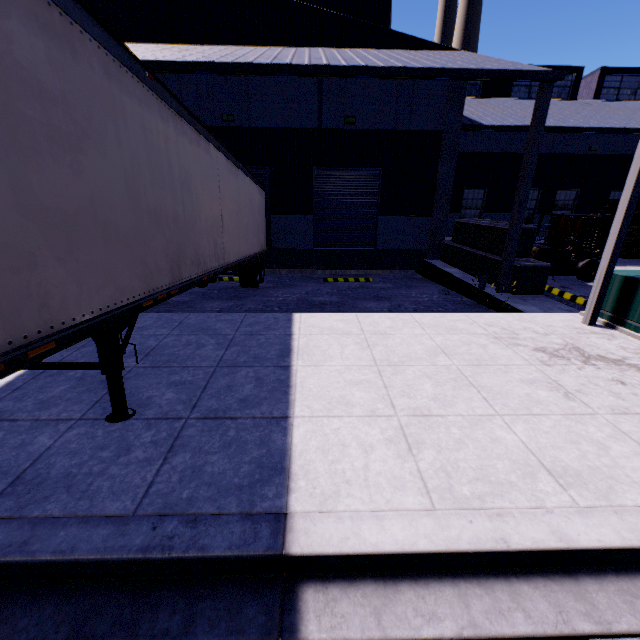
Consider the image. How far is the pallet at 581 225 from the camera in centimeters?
1614cm

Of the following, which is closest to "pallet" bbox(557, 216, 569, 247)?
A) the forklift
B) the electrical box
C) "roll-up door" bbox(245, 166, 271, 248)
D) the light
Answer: the forklift

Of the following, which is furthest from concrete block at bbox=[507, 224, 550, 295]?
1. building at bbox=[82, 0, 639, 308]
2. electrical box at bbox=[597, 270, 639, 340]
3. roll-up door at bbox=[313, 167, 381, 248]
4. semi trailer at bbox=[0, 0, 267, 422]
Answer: roll-up door at bbox=[313, 167, 381, 248]

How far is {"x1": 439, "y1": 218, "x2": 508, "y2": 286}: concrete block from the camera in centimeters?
1052cm

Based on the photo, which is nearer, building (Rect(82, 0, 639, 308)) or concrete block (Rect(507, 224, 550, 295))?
building (Rect(82, 0, 639, 308))

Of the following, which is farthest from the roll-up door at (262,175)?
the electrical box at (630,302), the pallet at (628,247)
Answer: the pallet at (628,247)

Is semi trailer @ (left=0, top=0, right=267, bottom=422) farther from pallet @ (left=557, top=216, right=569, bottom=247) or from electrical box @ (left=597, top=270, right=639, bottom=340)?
pallet @ (left=557, top=216, right=569, bottom=247)

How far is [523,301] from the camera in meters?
9.2 m
